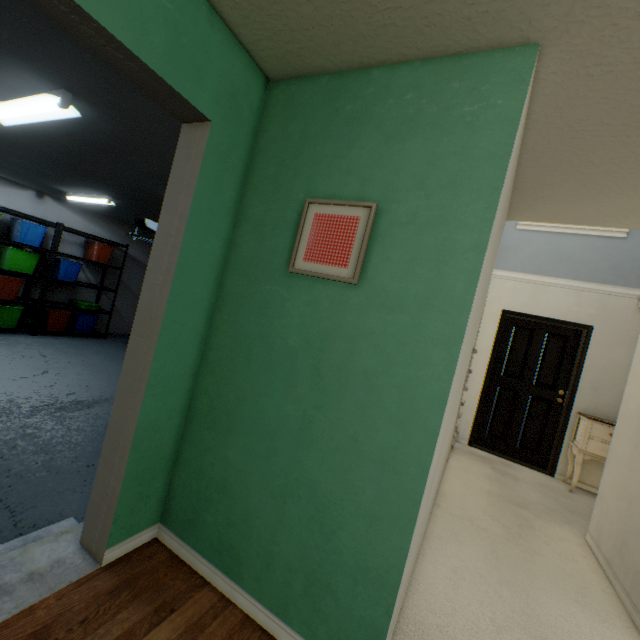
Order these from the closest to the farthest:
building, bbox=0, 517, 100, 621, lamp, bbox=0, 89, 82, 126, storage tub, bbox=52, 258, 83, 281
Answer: building, bbox=0, 517, 100, 621
lamp, bbox=0, 89, 82, 126
storage tub, bbox=52, 258, 83, 281

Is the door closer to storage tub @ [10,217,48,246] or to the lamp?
the lamp

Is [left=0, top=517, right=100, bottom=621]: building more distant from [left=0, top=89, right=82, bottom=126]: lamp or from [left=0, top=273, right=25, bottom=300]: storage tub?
[left=0, top=273, right=25, bottom=300]: storage tub

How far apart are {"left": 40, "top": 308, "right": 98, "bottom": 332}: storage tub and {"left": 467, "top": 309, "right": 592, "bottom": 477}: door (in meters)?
7.23

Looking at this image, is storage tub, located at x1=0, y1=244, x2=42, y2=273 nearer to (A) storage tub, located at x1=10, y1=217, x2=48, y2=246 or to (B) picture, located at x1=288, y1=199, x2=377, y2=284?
(A) storage tub, located at x1=10, y1=217, x2=48, y2=246

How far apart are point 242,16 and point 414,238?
1.2 meters

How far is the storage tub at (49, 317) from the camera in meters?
5.7

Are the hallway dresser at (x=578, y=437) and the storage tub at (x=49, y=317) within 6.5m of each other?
no
